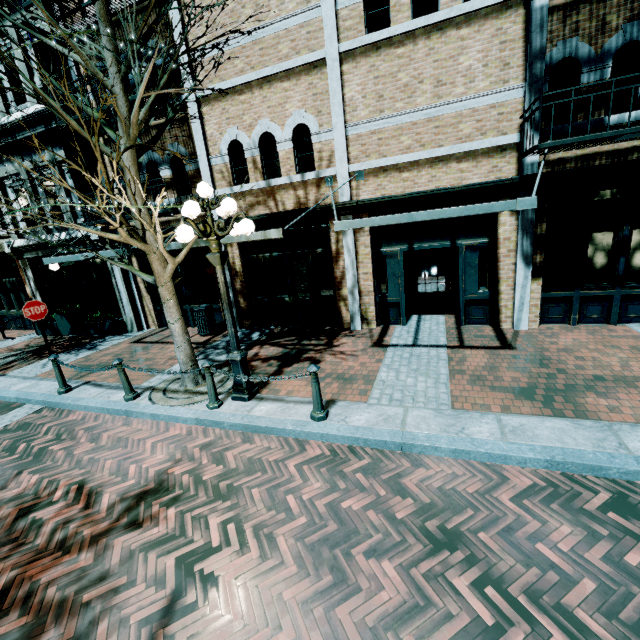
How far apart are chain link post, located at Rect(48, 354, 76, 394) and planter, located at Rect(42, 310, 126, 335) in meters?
5.6

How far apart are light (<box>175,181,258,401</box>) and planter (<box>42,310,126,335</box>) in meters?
9.2 m

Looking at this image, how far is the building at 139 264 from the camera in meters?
11.1 m

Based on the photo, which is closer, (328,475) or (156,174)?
(328,475)

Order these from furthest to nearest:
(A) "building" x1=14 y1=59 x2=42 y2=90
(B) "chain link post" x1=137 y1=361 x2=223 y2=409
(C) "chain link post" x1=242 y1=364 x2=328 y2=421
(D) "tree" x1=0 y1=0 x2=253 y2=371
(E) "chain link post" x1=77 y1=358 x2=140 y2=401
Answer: (A) "building" x1=14 y1=59 x2=42 y2=90, (E) "chain link post" x1=77 y1=358 x2=140 y2=401, (B) "chain link post" x1=137 y1=361 x2=223 y2=409, (C) "chain link post" x1=242 y1=364 x2=328 y2=421, (D) "tree" x1=0 y1=0 x2=253 y2=371

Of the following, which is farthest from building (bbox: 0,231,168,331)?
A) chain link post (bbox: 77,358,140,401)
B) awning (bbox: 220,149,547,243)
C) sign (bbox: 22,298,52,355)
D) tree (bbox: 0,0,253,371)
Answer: chain link post (bbox: 77,358,140,401)

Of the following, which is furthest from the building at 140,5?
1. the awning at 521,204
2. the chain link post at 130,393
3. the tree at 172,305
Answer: the chain link post at 130,393

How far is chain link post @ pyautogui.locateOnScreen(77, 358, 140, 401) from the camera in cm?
611
